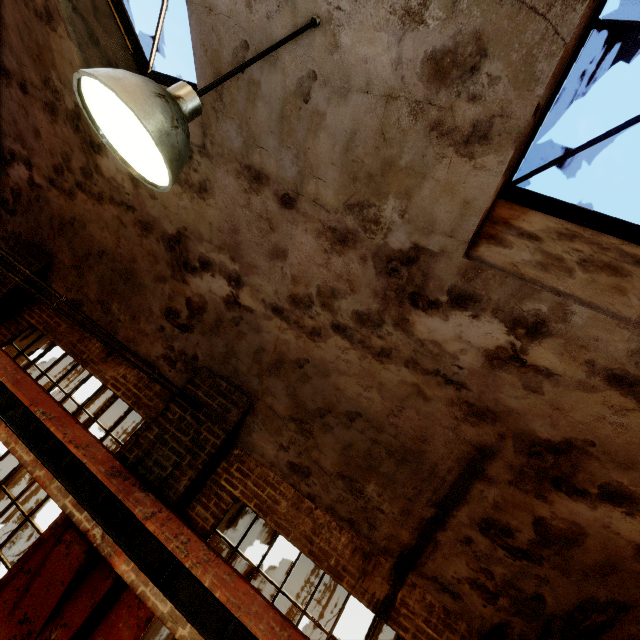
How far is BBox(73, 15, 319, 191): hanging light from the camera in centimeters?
136cm

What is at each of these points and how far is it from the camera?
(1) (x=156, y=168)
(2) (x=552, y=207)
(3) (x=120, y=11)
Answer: (1) hanging light, 1.65m
(2) window frame, 2.81m
(3) window frame, 3.98m

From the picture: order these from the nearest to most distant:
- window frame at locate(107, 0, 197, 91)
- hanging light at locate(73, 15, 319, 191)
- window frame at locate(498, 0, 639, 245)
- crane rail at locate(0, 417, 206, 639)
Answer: hanging light at locate(73, 15, 319, 191)
window frame at locate(498, 0, 639, 245)
crane rail at locate(0, 417, 206, 639)
window frame at locate(107, 0, 197, 91)

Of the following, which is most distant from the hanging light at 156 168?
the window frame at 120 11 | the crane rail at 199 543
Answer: the crane rail at 199 543

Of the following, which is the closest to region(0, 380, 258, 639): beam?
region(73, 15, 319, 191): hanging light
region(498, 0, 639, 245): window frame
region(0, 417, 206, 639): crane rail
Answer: region(0, 417, 206, 639): crane rail

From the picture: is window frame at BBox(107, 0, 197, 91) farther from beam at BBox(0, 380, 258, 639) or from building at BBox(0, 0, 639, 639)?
beam at BBox(0, 380, 258, 639)

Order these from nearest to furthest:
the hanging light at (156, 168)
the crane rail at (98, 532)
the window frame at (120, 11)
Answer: the hanging light at (156, 168)
the crane rail at (98, 532)
the window frame at (120, 11)
